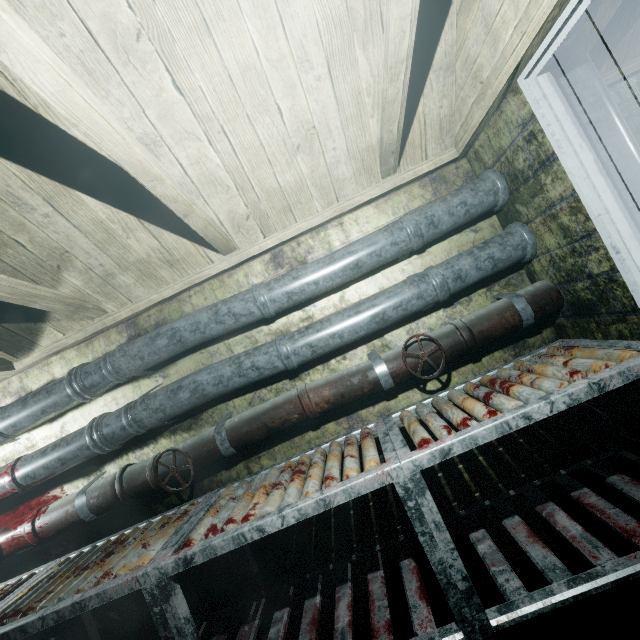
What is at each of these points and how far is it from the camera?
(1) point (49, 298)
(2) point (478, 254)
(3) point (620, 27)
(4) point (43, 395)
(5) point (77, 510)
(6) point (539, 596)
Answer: (1) beam, 1.7 meters
(2) pipe, 1.7 meters
(3) beam, 1.5 meters
(4) pipe, 1.9 meters
(5) pipe, 1.8 meters
(6) table, 1.1 meters

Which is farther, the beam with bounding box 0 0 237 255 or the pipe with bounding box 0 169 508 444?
the pipe with bounding box 0 169 508 444

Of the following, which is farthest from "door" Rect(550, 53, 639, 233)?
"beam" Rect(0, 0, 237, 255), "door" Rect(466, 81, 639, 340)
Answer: "beam" Rect(0, 0, 237, 255)

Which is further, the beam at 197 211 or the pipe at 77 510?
the pipe at 77 510

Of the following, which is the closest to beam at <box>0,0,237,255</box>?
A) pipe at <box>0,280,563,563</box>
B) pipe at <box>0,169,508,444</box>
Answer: pipe at <box>0,169,508,444</box>

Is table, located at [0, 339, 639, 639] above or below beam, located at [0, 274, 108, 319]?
below

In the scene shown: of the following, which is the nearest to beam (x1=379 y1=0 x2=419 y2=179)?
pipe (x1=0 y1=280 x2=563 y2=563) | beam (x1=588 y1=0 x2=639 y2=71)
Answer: beam (x1=588 y1=0 x2=639 y2=71)

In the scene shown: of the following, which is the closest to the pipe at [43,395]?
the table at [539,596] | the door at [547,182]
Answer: the door at [547,182]
